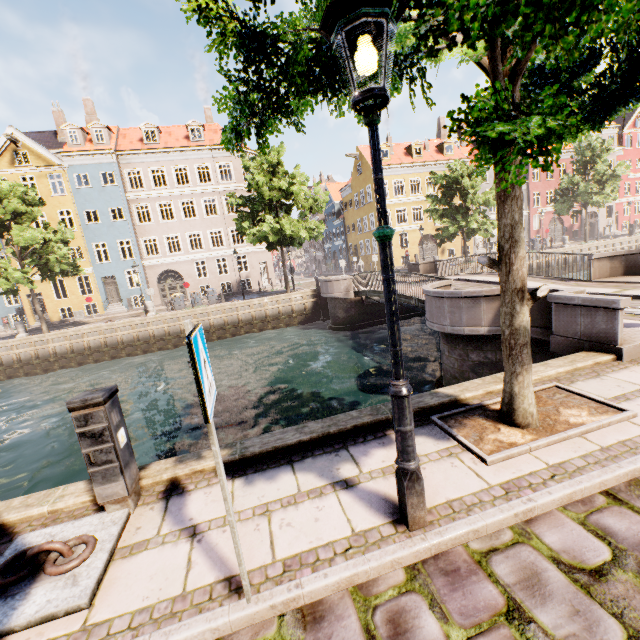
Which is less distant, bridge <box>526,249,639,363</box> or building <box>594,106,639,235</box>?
bridge <box>526,249,639,363</box>

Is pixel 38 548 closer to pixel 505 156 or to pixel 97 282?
pixel 505 156

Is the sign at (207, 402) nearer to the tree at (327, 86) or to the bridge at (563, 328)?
the tree at (327, 86)

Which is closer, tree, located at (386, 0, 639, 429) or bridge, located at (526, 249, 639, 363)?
tree, located at (386, 0, 639, 429)

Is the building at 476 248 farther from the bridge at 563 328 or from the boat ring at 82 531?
the bridge at 563 328

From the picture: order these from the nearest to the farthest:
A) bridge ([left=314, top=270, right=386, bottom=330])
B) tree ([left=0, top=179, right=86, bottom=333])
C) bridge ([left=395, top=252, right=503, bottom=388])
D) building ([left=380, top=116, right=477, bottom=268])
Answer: bridge ([left=395, top=252, right=503, bottom=388])
bridge ([left=314, top=270, right=386, bottom=330])
tree ([left=0, top=179, right=86, bottom=333])
building ([left=380, top=116, right=477, bottom=268])

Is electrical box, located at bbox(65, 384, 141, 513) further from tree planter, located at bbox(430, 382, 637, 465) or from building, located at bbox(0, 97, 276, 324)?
building, located at bbox(0, 97, 276, 324)

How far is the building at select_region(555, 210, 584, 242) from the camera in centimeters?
4075cm
